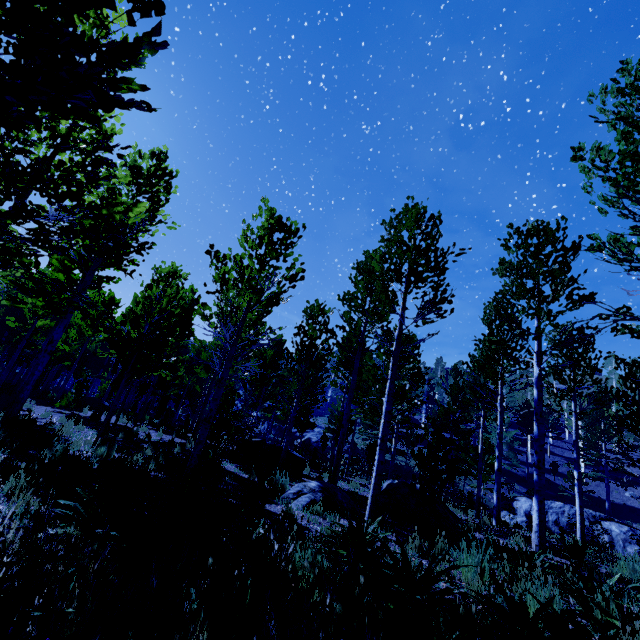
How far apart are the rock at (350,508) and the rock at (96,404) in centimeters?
1763cm

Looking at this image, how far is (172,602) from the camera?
2.5m

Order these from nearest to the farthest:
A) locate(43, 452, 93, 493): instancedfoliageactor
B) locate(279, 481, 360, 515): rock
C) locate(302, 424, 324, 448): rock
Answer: locate(43, 452, 93, 493): instancedfoliageactor < locate(279, 481, 360, 515): rock < locate(302, 424, 324, 448): rock

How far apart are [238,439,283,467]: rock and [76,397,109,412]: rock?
13.38m

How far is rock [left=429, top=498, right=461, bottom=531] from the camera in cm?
794

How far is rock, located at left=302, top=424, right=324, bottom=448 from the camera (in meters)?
38.29

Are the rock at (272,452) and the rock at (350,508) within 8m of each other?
yes

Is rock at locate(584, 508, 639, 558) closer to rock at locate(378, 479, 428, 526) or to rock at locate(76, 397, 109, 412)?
rock at locate(378, 479, 428, 526)
